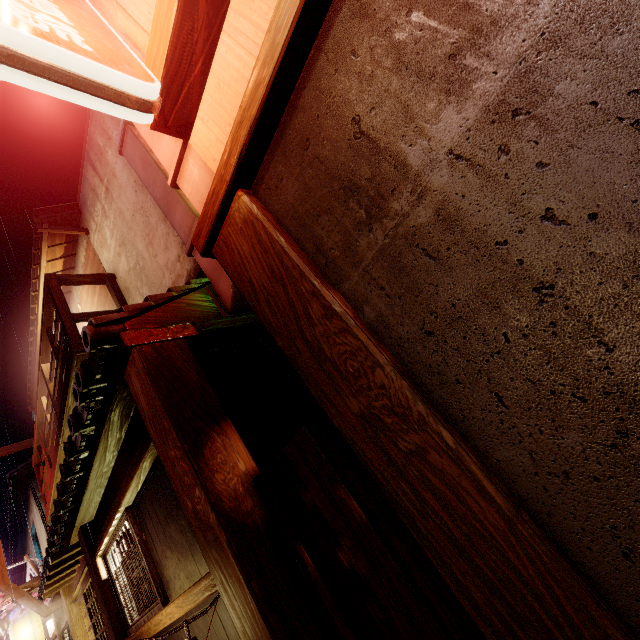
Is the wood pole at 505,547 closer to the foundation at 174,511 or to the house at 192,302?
the house at 192,302

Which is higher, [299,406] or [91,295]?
[91,295]

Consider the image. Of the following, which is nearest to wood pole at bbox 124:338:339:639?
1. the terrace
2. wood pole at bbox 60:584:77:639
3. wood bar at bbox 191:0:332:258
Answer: wood bar at bbox 191:0:332:258

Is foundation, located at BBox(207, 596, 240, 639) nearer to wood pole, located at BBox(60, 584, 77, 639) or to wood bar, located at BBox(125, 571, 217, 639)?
wood bar, located at BBox(125, 571, 217, 639)

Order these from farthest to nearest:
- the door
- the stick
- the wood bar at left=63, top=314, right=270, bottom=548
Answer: the door
the wood bar at left=63, top=314, right=270, bottom=548
the stick

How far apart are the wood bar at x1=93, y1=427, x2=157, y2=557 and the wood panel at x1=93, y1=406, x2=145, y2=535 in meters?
0.0 m

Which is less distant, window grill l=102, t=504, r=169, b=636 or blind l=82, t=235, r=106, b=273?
window grill l=102, t=504, r=169, b=636

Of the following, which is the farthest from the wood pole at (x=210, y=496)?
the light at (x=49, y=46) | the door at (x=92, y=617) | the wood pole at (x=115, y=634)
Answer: the door at (x=92, y=617)
